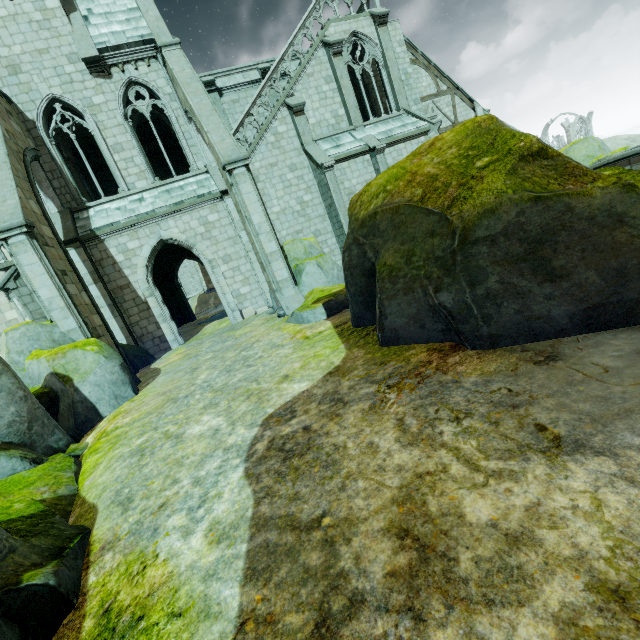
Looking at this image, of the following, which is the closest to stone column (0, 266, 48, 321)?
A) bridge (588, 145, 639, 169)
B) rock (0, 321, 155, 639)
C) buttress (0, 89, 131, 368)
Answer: rock (0, 321, 155, 639)

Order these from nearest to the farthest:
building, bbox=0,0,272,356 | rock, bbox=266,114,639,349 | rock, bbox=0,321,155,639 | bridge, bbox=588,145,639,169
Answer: rock, bbox=0,321,155,639 < rock, bbox=266,114,639,349 < building, bbox=0,0,272,356 < bridge, bbox=588,145,639,169

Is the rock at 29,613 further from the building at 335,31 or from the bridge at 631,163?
the bridge at 631,163

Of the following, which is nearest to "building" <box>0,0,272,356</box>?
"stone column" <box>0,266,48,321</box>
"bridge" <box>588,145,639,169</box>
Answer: "stone column" <box>0,266,48,321</box>

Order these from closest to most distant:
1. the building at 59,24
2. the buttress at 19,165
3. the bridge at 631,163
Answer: the buttress at 19,165 → the building at 59,24 → the bridge at 631,163

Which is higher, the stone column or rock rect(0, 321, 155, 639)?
the stone column

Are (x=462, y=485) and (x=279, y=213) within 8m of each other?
no
